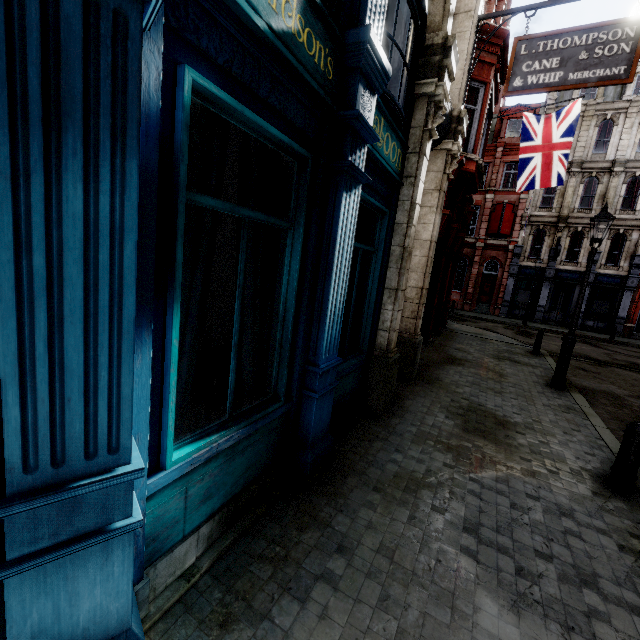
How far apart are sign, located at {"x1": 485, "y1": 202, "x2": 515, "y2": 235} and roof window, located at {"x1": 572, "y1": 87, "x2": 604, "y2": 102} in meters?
7.8

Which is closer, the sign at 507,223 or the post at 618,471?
the post at 618,471

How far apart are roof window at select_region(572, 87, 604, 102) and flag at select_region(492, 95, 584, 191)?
18.3 meters

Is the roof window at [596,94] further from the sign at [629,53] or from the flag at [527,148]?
the sign at [629,53]

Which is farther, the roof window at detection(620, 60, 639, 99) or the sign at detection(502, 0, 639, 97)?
the roof window at detection(620, 60, 639, 99)

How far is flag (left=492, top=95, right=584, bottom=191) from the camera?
12.0 meters

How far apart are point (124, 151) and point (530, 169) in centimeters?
1539cm

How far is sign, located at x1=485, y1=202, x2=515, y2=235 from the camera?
26.08m
